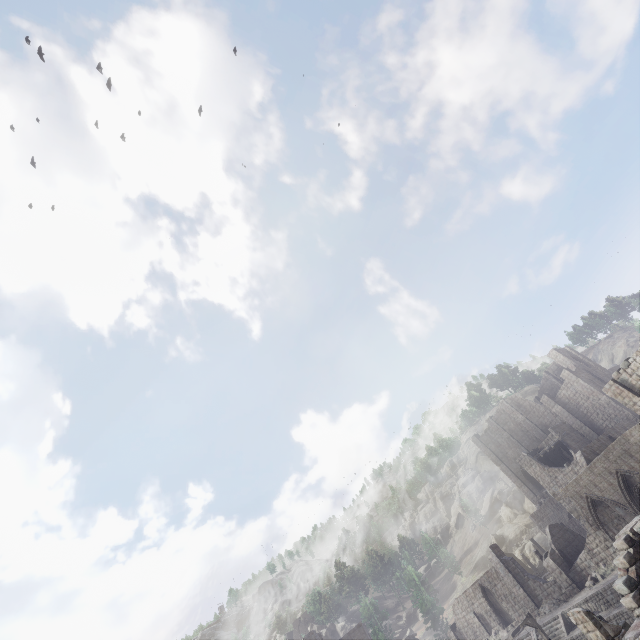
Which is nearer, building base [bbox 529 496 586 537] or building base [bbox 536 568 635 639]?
building base [bbox 536 568 635 639]

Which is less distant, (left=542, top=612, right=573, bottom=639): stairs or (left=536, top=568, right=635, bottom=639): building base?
(left=536, top=568, right=635, bottom=639): building base

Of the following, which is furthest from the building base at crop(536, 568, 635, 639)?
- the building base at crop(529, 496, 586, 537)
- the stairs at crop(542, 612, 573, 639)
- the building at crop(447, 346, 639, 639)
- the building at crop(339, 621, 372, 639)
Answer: the building at crop(339, 621, 372, 639)

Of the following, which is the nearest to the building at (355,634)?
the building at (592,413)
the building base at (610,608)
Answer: the building at (592,413)

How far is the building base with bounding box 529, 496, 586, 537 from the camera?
42.5 meters

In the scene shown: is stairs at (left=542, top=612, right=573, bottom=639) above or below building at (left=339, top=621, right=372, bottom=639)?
below

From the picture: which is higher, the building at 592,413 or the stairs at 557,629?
the building at 592,413

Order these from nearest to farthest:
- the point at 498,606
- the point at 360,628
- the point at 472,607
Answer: the point at 498,606 < the point at 472,607 < the point at 360,628
